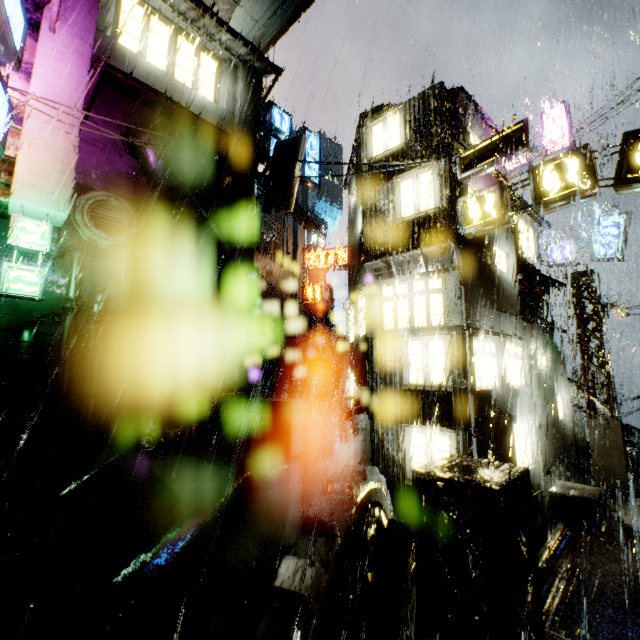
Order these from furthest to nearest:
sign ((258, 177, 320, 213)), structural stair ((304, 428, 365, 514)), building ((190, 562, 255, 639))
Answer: sign ((258, 177, 320, 213))
structural stair ((304, 428, 365, 514))
building ((190, 562, 255, 639))

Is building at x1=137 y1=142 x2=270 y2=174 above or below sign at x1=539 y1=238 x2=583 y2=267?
above

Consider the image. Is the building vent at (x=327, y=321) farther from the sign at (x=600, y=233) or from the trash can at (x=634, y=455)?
the trash can at (x=634, y=455)

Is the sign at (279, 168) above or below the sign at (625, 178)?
above

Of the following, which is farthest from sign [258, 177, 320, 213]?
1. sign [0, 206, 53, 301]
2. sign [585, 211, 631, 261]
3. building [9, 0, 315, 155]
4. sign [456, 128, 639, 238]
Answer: sign [585, 211, 631, 261]

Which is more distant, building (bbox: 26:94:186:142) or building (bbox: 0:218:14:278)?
building (bbox: 0:218:14:278)

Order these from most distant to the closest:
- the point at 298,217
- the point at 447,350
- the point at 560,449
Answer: the point at 298,217 → the point at 560,449 → the point at 447,350

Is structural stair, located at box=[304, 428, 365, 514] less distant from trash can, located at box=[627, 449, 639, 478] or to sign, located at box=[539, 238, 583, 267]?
trash can, located at box=[627, 449, 639, 478]
